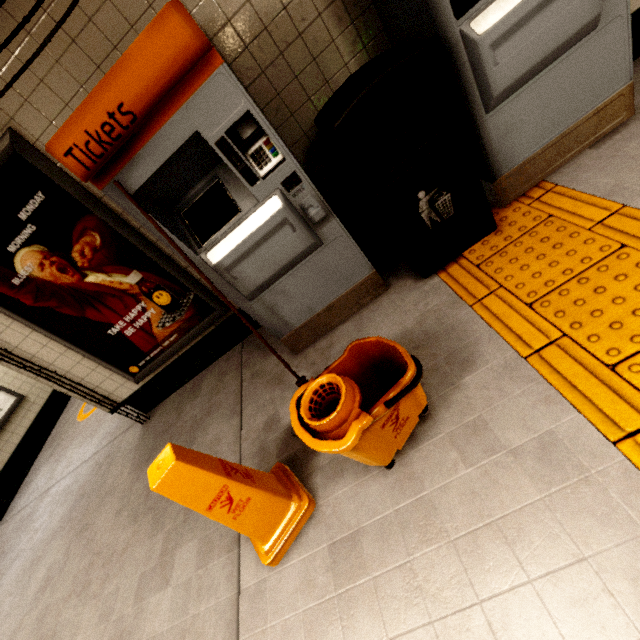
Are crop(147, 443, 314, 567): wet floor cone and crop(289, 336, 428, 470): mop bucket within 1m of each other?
yes

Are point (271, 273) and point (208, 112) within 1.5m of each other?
yes

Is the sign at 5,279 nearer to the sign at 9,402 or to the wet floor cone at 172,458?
the wet floor cone at 172,458

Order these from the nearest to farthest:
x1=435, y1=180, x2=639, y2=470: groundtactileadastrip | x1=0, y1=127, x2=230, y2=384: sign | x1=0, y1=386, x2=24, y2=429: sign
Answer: x1=435, y1=180, x2=639, y2=470: groundtactileadastrip
x1=0, y1=127, x2=230, y2=384: sign
x1=0, y1=386, x2=24, y2=429: sign

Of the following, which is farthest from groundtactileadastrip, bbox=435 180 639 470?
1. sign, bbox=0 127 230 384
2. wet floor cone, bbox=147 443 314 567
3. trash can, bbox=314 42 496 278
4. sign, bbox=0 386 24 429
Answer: sign, bbox=0 386 24 429

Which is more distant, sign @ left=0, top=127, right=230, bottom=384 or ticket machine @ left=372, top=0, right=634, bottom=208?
sign @ left=0, top=127, right=230, bottom=384

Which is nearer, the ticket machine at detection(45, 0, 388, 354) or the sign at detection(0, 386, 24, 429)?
the ticket machine at detection(45, 0, 388, 354)

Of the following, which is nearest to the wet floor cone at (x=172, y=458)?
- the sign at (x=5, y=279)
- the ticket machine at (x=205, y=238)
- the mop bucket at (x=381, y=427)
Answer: the mop bucket at (x=381, y=427)
